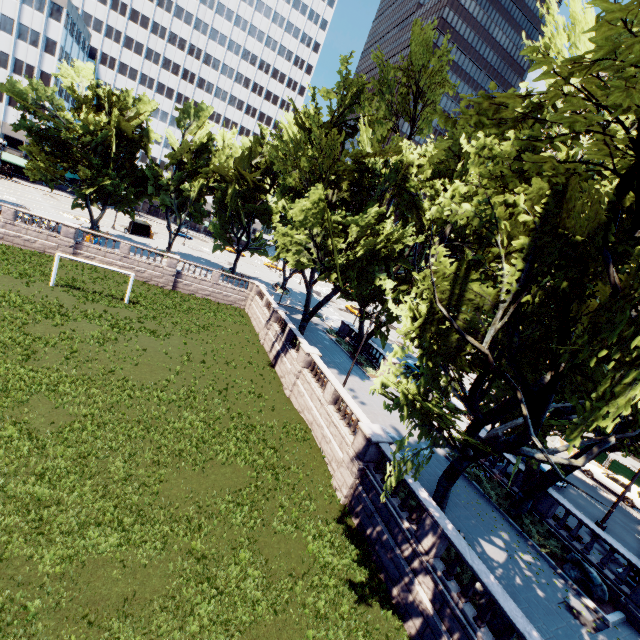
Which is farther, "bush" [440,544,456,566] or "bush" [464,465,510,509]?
"bush" [464,465,510,509]

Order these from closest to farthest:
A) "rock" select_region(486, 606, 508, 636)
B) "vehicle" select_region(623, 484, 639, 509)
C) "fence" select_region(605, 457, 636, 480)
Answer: "rock" select_region(486, 606, 508, 636), "vehicle" select_region(623, 484, 639, 509), "fence" select_region(605, 457, 636, 480)

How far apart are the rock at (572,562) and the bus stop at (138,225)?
61.3m

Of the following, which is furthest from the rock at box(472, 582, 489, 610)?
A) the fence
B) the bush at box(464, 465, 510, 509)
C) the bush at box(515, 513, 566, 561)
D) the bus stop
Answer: the bus stop

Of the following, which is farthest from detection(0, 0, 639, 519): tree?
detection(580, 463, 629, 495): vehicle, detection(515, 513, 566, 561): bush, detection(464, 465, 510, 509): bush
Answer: detection(580, 463, 629, 495): vehicle

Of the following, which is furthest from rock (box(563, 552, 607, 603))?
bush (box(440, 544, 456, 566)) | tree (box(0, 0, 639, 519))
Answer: bush (box(440, 544, 456, 566))

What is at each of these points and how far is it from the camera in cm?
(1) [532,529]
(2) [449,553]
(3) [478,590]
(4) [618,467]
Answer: (1) bush, 1647
(2) bush, 1317
(3) rock, 1167
(4) fence, 2878

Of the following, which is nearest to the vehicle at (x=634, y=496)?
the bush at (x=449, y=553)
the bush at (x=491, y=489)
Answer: the bush at (x=491, y=489)
